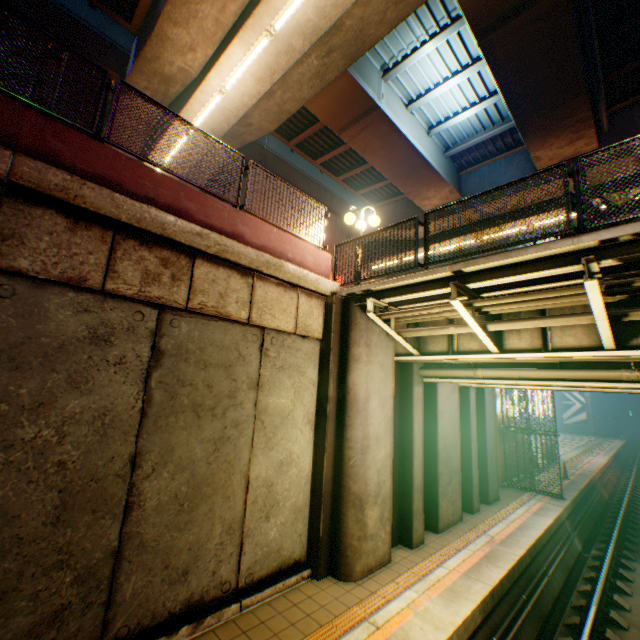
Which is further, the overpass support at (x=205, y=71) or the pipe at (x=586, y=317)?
the overpass support at (x=205, y=71)

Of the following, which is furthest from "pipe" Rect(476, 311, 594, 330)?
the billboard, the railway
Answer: the billboard

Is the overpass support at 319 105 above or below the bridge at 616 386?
above

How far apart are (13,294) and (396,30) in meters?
13.1

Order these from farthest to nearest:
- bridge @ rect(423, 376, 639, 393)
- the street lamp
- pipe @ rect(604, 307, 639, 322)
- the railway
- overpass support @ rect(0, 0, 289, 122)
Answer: overpass support @ rect(0, 0, 289, 122), the street lamp, bridge @ rect(423, 376, 639, 393), the railway, pipe @ rect(604, 307, 639, 322)

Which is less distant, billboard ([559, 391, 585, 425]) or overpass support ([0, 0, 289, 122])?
overpass support ([0, 0, 289, 122])

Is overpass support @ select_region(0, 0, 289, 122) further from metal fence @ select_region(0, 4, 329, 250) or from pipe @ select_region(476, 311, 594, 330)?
pipe @ select_region(476, 311, 594, 330)

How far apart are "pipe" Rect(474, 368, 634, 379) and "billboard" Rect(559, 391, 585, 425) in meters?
48.1
